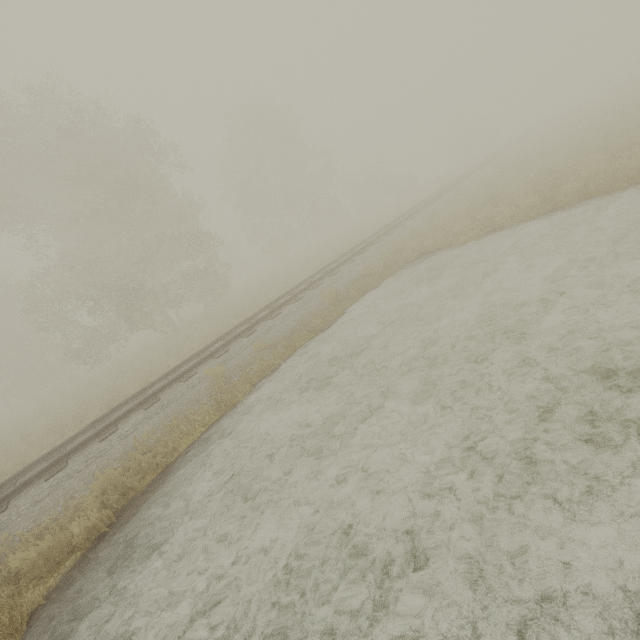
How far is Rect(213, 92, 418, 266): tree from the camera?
33.0m

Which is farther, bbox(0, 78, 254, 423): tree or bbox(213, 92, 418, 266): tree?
bbox(213, 92, 418, 266): tree

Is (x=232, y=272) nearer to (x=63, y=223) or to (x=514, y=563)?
(x=63, y=223)

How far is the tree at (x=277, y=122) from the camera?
33.0m

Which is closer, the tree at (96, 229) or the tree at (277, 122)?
the tree at (96, 229)
